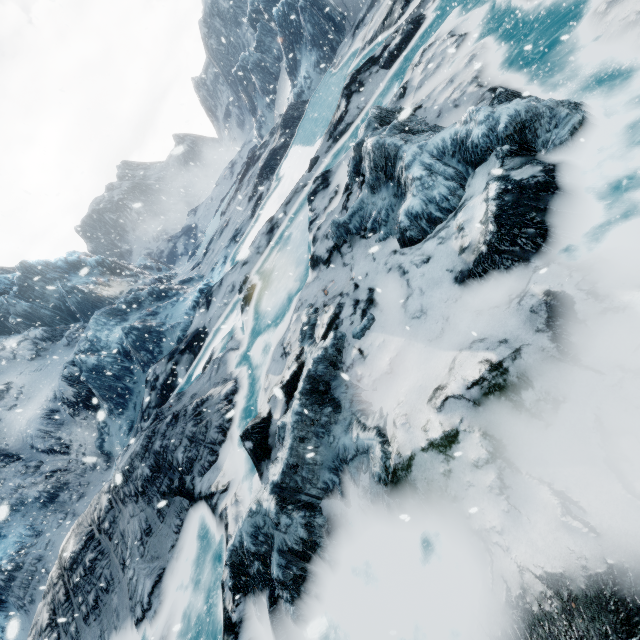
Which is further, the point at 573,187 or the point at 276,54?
the point at 276,54
